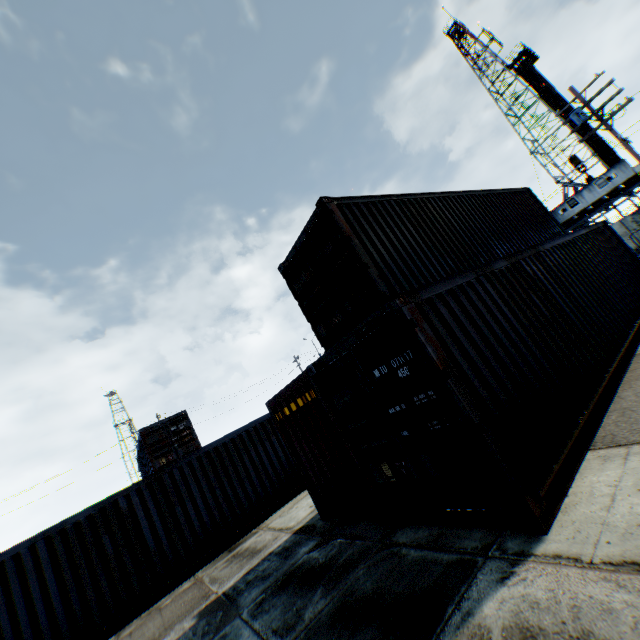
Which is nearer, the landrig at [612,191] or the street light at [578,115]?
the street light at [578,115]

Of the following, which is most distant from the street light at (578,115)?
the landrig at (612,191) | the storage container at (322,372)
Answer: the landrig at (612,191)

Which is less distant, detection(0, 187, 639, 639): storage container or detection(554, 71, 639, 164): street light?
detection(0, 187, 639, 639): storage container

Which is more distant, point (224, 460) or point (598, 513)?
point (224, 460)

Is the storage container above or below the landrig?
below

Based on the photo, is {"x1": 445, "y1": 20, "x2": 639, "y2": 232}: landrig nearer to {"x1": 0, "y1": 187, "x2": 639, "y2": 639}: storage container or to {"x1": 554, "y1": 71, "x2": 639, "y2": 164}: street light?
{"x1": 554, "y1": 71, "x2": 639, "y2": 164}: street light
